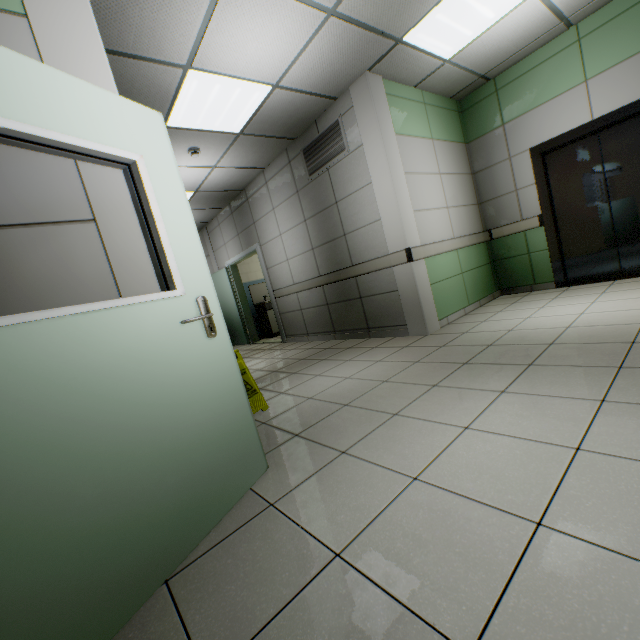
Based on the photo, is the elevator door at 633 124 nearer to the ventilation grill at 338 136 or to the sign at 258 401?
the ventilation grill at 338 136

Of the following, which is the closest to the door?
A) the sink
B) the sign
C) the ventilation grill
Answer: the sign

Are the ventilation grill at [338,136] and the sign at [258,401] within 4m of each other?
yes

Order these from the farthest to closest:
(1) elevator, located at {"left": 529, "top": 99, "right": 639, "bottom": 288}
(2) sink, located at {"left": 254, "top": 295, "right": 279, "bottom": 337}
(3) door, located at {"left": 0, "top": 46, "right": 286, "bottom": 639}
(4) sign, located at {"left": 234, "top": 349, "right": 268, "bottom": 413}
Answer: (2) sink, located at {"left": 254, "top": 295, "right": 279, "bottom": 337} → (1) elevator, located at {"left": 529, "top": 99, "right": 639, "bottom": 288} → (4) sign, located at {"left": 234, "top": 349, "right": 268, "bottom": 413} → (3) door, located at {"left": 0, "top": 46, "right": 286, "bottom": 639}

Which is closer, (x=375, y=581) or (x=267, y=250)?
(x=375, y=581)

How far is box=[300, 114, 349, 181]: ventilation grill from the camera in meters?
4.4

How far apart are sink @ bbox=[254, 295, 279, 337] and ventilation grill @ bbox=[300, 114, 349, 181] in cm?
391

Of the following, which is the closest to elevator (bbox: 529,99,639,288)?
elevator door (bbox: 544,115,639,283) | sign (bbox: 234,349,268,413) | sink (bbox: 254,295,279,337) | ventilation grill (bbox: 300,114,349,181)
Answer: elevator door (bbox: 544,115,639,283)
